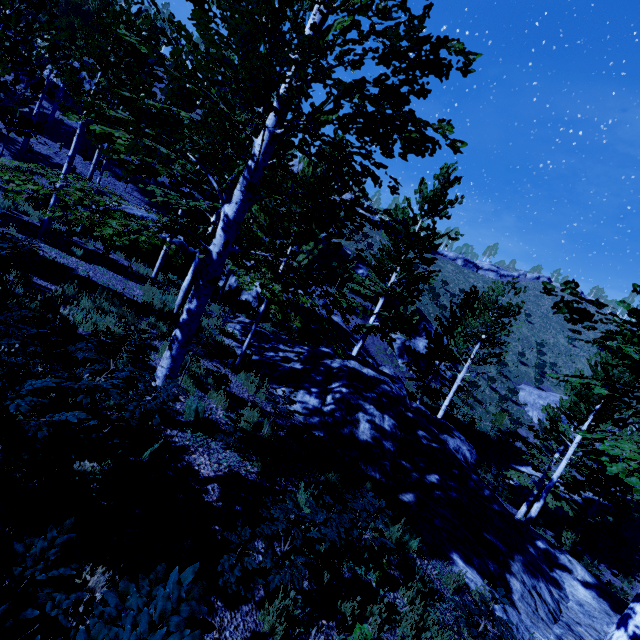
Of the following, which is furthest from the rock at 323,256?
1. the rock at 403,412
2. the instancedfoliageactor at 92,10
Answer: the rock at 403,412

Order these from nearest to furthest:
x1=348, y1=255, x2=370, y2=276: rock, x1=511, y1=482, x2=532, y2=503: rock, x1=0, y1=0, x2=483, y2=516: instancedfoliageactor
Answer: x1=0, y1=0, x2=483, y2=516: instancedfoliageactor < x1=511, y1=482, x2=532, y2=503: rock < x1=348, y1=255, x2=370, y2=276: rock

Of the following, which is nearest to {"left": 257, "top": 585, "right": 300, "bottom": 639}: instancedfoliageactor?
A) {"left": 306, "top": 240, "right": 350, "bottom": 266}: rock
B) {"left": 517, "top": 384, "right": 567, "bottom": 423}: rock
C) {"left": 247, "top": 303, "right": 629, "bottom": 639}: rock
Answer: {"left": 247, "top": 303, "right": 629, "bottom": 639}: rock

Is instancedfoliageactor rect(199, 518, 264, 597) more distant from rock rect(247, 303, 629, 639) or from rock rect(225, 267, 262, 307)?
rock rect(225, 267, 262, 307)

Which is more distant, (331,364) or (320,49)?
(331,364)

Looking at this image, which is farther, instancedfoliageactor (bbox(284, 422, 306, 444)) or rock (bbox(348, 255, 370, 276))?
rock (bbox(348, 255, 370, 276))

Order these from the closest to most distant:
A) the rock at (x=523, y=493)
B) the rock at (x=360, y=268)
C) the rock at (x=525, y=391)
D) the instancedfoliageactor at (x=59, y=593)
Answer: the instancedfoliageactor at (x=59, y=593)
the rock at (x=523, y=493)
the rock at (x=360, y=268)
the rock at (x=525, y=391)
